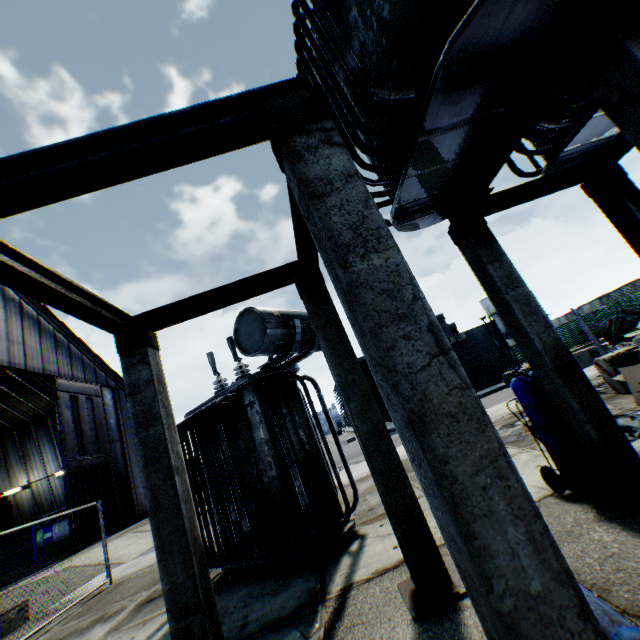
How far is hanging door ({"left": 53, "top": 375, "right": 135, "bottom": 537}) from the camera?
19.7m

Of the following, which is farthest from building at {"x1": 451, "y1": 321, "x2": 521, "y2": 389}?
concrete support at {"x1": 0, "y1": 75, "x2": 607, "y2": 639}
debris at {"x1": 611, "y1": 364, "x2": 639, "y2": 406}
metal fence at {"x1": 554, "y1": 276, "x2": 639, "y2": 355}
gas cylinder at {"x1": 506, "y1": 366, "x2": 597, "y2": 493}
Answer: concrete support at {"x1": 0, "y1": 75, "x2": 607, "y2": 639}

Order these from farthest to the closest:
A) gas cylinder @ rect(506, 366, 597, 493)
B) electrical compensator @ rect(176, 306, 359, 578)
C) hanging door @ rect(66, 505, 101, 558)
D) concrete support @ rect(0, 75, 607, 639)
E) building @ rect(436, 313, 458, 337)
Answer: building @ rect(436, 313, 458, 337) < hanging door @ rect(66, 505, 101, 558) < electrical compensator @ rect(176, 306, 359, 578) < gas cylinder @ rect(506, 366, 597, 493) < concrete support @ rect(0, 75, 607, 639)

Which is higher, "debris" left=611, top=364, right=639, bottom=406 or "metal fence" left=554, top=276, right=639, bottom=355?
"metal fence" left=554, top=276, right=639, bottom=355

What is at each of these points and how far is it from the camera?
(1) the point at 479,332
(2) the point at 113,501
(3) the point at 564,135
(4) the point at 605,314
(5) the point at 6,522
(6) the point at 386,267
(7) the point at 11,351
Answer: (1) building, 28.9m
(2) hanging door, 22.0m
(3) electrical compensator, 4.2m
(4) metal fence, 27.1m
(5) train, 18.1m
(6) concrete support, 1.5m
(7) building, 18.5m

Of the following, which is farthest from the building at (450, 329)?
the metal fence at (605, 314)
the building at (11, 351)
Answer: the building at (11, 351)

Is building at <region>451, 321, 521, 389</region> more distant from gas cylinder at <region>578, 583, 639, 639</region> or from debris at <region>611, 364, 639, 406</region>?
gas cylinder at <region>578, 583, 639, 639</region>

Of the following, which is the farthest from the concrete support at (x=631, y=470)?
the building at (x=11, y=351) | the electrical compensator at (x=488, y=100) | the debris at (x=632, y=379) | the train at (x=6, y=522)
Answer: the train at (x=6, y=522)
